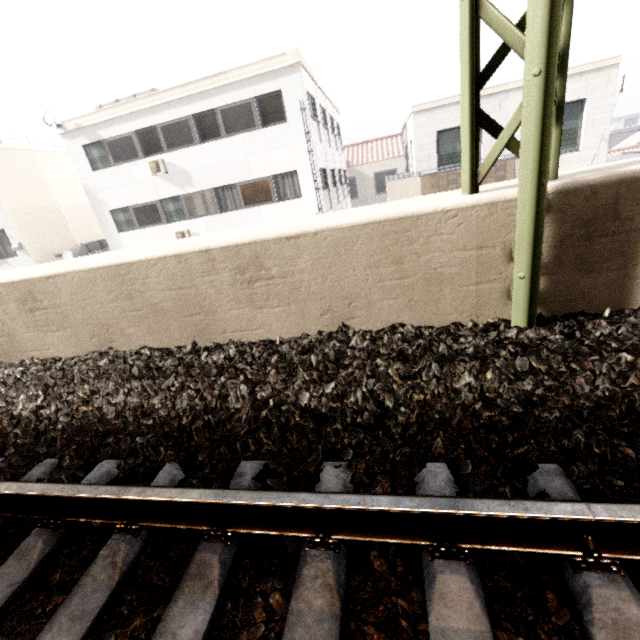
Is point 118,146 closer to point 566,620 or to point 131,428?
point 131,428

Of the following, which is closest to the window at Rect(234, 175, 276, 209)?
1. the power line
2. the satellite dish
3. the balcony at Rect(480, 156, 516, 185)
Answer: the balcony at Rect(480, 156, 516, 185)

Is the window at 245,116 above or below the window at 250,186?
above

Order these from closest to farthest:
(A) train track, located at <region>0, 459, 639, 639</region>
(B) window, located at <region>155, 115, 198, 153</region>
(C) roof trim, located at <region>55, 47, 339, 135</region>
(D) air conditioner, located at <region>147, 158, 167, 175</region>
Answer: (A) train track, located at <region>0, 459, 639, 639</region>, (C) roof trim, located at <region>55, 47, 339, 135</region>, (B) window, located at <region>155, 115, 198, 153</region>, (D) air conditioner, located at <region>147, 158, 167, 175</region>

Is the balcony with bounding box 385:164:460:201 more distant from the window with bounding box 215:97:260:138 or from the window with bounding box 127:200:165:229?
the window with bounding box 127:200:165:229

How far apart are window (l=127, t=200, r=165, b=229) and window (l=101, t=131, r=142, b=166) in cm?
172

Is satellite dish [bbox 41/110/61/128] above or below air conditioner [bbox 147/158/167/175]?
above

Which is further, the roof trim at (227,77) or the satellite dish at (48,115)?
the satellite dish at (48,115)
